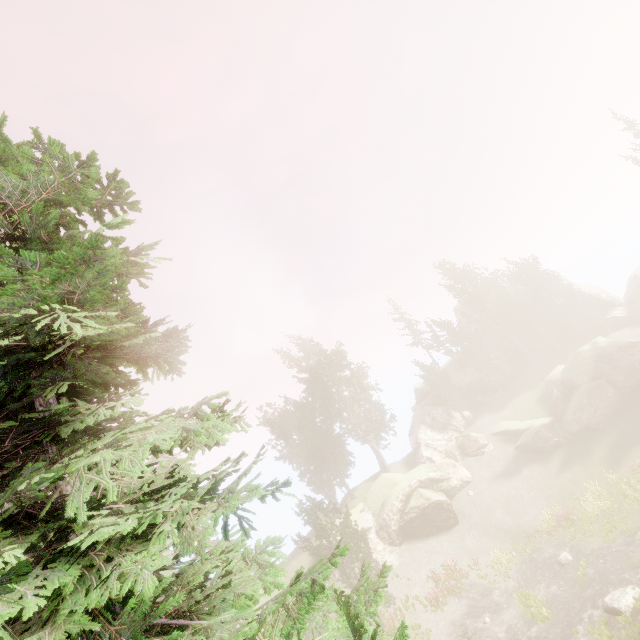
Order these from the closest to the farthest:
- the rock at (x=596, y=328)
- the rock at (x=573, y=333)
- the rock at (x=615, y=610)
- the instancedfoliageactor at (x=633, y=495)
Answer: the rock at (x=615, y=610)
the instancedfoliageactor at (x=633, y=495)
the rock at (x=596, y=328)
the rock at (x=573, y=333)

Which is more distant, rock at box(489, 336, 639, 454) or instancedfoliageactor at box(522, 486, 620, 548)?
rock at box(489, 336, 639, 454)

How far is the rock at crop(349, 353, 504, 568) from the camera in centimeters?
3012cm

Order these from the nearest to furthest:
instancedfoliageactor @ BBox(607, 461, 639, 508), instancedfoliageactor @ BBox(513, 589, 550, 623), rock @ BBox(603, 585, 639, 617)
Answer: rock @ BBox(603, 585, 639, 617)
instancedfoliageactor @ BBox(513, 589, 550, 623)
instancedfoliageactor @ BBox(607, 461, 639, 508)

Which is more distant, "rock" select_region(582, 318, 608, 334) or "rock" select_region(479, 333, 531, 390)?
"rock" select_region(479, 333, 531, 390)

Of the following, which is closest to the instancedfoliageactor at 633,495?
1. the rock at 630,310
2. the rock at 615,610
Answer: the rock at 630,310

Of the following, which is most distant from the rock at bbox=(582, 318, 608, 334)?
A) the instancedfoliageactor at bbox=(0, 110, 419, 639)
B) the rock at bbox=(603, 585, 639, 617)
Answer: the rock at bbox=(603, 585, 639, 617)

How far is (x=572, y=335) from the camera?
47.9 meters
